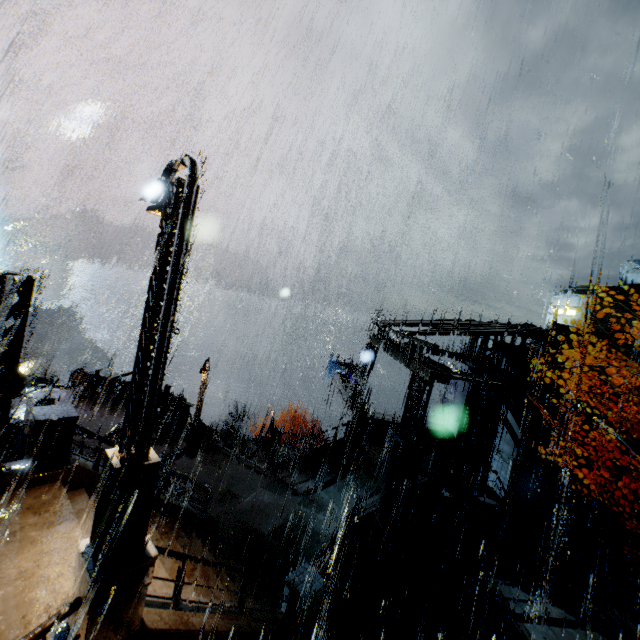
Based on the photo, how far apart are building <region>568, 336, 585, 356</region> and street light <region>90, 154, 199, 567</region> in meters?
16.8 m

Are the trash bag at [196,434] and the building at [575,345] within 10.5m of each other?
no

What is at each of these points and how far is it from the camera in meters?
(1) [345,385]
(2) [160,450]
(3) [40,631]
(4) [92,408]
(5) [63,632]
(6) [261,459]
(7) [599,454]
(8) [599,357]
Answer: (1) beam, 29.1
(2) building, 16.5
(3) railing, 4.1
(4) building, 19.4
(5) building, 4.7
(6) building, 21.9
(7) building, 15.5
(8) building, 14.8

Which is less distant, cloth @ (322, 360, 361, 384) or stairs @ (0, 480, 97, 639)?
stairs @ (0, 480, 97, 639)

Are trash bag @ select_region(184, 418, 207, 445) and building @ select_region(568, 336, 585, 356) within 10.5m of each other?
no

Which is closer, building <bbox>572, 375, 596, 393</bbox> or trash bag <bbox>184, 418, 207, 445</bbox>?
building <bbox>572, 375, 596, 393</bbox>

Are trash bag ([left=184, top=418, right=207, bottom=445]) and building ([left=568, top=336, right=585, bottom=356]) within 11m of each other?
no

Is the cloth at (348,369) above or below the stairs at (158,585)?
above
